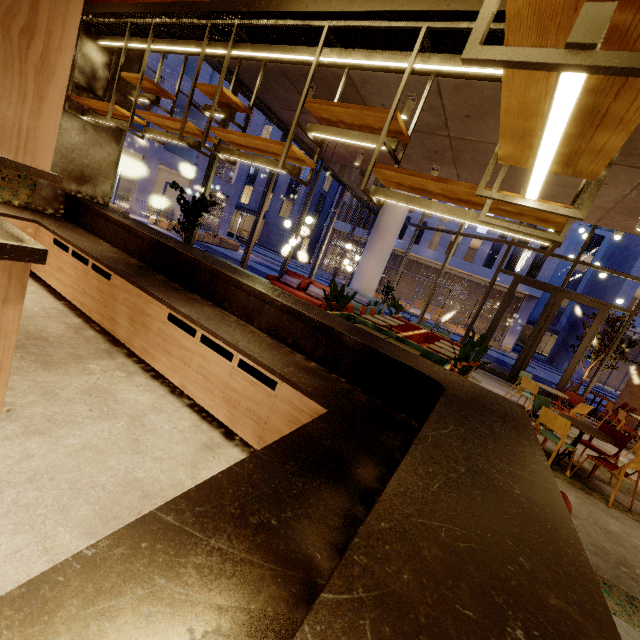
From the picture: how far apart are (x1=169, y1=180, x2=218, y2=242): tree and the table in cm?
479

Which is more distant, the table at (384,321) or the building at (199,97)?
the building at (199,97)

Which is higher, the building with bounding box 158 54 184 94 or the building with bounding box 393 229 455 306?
the building with bounding box 158 54 184 94

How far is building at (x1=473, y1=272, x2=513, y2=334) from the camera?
32.4m

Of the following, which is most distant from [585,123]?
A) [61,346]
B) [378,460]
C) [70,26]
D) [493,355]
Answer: [493,355]

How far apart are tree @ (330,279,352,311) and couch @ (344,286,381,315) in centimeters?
596cm

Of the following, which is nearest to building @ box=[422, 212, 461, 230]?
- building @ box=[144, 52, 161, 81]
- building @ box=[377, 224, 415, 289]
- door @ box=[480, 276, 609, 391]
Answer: building @ box=[377, 224, 415, 289]

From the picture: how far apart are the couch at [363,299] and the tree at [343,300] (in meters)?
5.96
